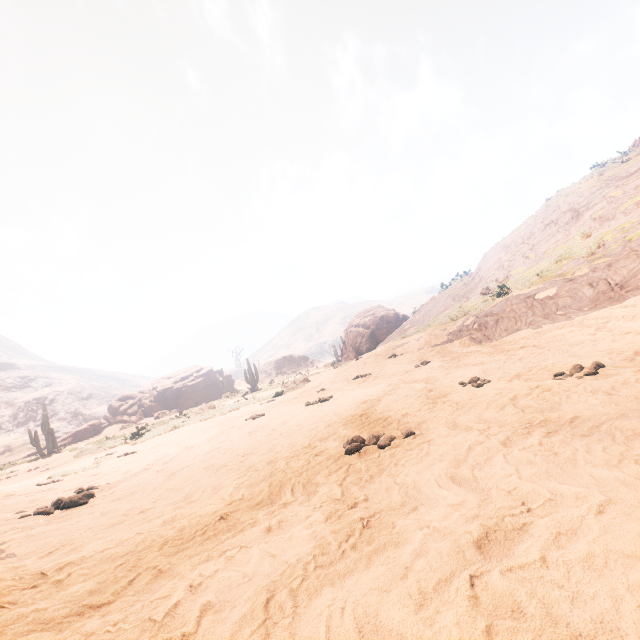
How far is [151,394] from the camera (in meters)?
35.72

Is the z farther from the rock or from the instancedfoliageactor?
the rock

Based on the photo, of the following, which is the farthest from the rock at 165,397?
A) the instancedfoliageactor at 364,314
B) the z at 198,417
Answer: the z at 198,417

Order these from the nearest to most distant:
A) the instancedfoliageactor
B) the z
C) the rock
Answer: the z → the instancedfoliageactor → the rock

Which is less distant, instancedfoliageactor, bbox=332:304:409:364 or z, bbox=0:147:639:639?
z, bbox=0:147:639:639

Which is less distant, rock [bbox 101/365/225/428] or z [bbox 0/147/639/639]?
z [bbox 0/147/639/639]

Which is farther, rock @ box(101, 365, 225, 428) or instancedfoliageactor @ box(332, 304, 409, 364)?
rock @ box(101, 365, 225, 428)
